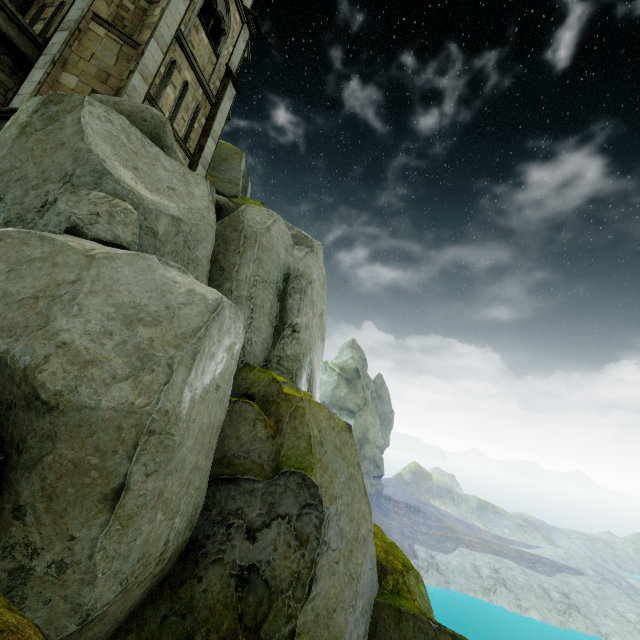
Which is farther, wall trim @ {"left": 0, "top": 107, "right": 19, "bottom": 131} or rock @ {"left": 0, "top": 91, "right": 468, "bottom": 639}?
wall trim @ {"left": 0, "top": 107, "right": 19, "bottom": 131}

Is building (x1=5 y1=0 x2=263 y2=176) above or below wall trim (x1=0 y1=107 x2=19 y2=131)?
above

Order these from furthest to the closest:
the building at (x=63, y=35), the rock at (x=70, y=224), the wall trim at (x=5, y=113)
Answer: the building at (x=63, y=35) < the wall trim at (x=5, y=113) < the rock at (x=70, y=224)

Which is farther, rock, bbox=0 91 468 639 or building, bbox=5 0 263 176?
building, bbox=5 0 263 176

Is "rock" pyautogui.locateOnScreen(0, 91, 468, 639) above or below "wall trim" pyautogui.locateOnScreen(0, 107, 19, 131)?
below

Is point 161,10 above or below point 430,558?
above

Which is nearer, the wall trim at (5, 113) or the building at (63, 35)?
the wall trim at (5, 113)

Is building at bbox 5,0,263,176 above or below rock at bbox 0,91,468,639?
above
